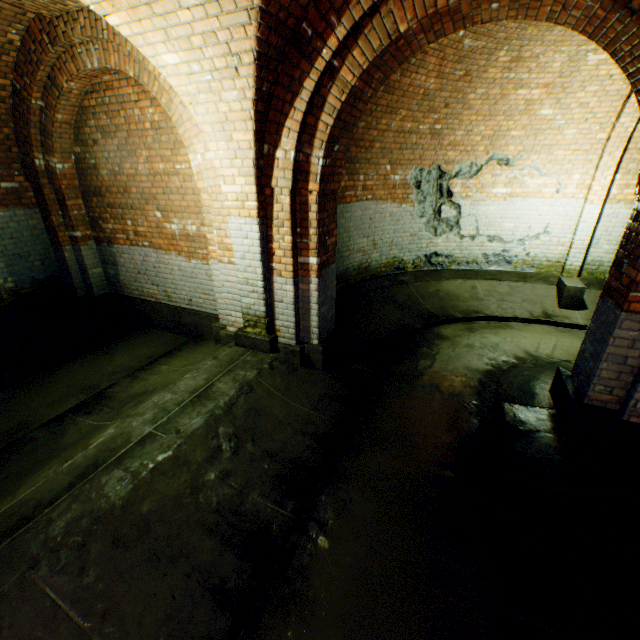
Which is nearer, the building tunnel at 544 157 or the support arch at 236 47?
the building tunnel at 544 157

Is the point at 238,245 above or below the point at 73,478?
above

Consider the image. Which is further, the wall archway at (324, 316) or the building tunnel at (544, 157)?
the wall archway at (324, 316)

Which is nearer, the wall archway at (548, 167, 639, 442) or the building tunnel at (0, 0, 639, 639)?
the building tunnel at (0, 0, 639, 639)

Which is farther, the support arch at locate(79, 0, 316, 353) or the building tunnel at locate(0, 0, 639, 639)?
the support arch at locate(79, 0, 316, 353)
